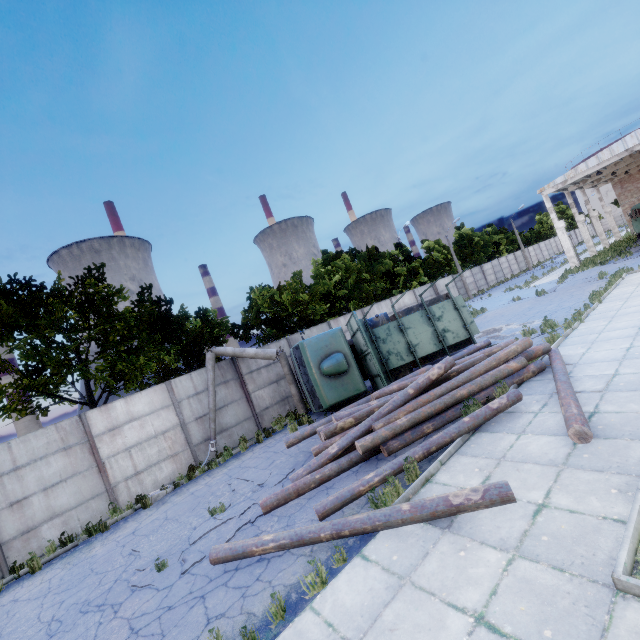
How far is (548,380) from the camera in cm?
866

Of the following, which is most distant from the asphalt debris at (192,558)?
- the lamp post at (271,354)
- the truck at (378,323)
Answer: the truck at (378,323)

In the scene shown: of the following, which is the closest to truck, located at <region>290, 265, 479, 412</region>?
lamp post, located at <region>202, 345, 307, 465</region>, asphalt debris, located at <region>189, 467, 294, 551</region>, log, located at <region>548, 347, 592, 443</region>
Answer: lamp post, located at <region>202, 345, 307, 465</region>

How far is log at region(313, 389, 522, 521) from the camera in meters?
6.3

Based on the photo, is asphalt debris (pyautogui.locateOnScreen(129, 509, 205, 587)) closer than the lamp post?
Yes

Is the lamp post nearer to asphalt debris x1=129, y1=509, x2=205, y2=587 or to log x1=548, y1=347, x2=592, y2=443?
asphalt debris x1=129, y1=509, x2=205, y2=587

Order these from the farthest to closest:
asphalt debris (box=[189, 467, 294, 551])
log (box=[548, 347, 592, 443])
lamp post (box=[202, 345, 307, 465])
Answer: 1. lamp post (box=[202, 345, 307, 465])
2. asphalt debris (box=[189, 467, 294, 551])
3. log (box=[548, 347, 592, 443])

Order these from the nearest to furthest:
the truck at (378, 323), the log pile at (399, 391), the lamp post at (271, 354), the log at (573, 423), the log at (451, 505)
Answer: the log at (451, 505) → the log at (573, 423) → the log pile at (399, 391) → the truck at (378, 323) → the lamp post at (271, 354)
